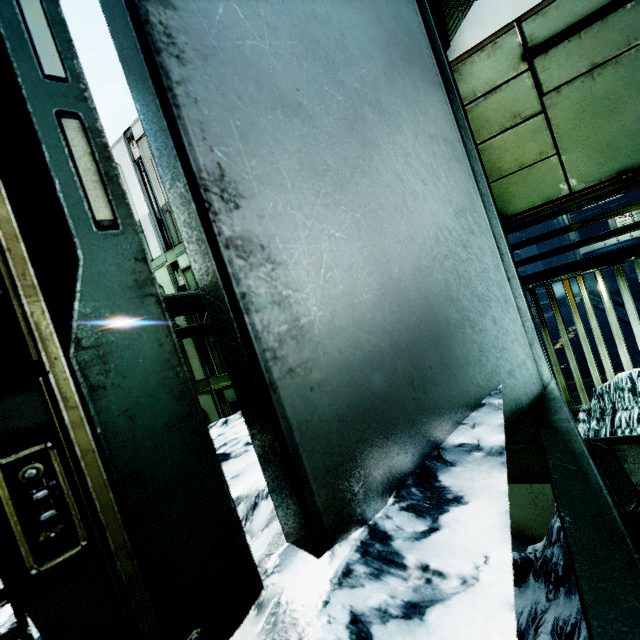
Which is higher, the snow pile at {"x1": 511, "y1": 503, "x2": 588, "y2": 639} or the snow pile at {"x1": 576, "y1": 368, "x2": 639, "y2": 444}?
the snow pile at {"x1": 576, "y1": 368, "x2": 639, "y2": 444}

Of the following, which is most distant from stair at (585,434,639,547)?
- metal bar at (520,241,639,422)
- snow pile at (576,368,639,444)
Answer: metal bar at (520,241,639,422)

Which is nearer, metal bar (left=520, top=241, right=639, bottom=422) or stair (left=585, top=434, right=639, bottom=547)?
stair (left=585, top=434, right=639, bottom=547)

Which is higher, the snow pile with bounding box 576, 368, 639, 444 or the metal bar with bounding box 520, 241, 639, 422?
the metal bar with bounding box 520, 241, 639, 422

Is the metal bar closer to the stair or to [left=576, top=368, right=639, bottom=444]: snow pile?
[left=576, top=368, right=639, bottom=444]: snow pile

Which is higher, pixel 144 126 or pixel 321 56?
pixel 321 56

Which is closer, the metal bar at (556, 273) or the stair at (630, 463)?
the stair at (630, 463)

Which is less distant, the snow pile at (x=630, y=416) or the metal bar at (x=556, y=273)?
the snow pile at (x=630, y=416)
